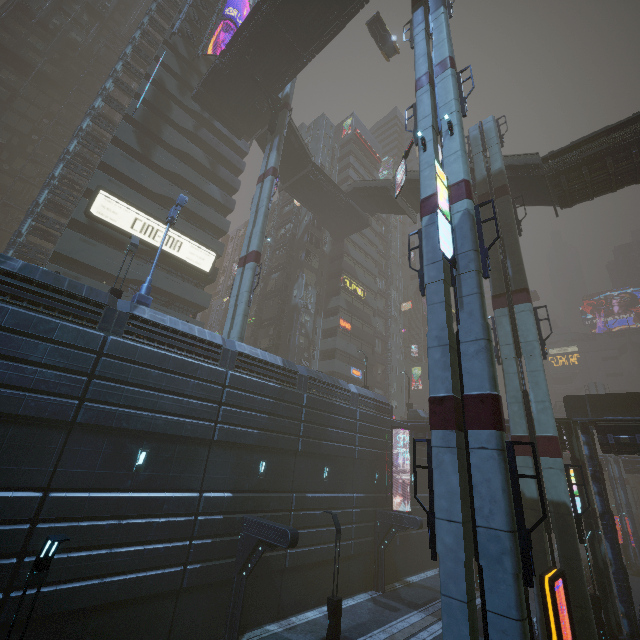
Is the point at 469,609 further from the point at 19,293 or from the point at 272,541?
the point at 19,293

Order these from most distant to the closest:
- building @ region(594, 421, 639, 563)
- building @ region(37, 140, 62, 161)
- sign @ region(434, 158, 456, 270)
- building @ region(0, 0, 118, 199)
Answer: building @ region(37, 140, 62, 161) < building @ region(0, 0, 118, 199) < building @ region(594, 421, 639, 563) < sign @ region(434, 158, 456, 270)

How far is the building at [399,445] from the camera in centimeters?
2689cm

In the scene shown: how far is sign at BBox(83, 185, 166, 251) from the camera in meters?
24.8 m

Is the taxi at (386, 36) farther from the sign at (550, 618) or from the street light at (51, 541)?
the sign at (550, 618)

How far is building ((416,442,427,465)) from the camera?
29.7 meters

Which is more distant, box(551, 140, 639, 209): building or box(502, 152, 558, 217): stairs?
box(502, 152, 558, 217): stairs

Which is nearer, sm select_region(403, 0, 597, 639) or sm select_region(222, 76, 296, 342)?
sm select_region(403, 0, 597, 639)
